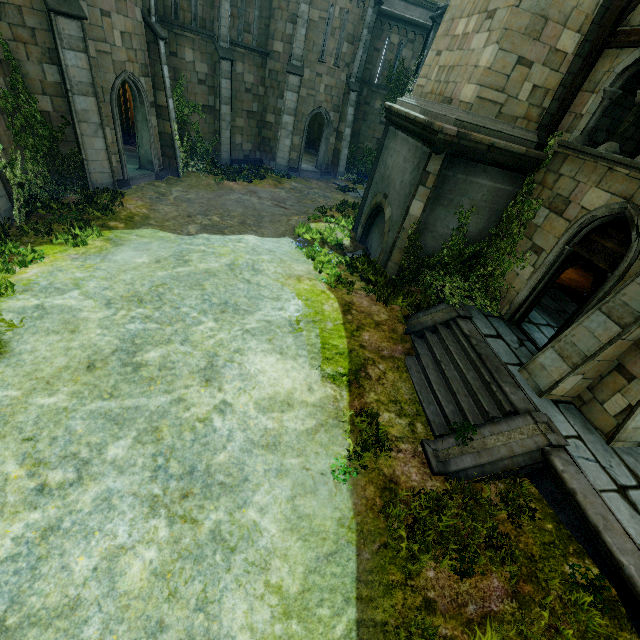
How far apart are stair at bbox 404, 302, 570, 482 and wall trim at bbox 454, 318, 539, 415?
0.0m

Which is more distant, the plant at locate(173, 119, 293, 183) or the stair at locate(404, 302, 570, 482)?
the plant at locate(173, 119, 293, 183)

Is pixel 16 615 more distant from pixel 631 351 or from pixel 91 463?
pixel 631 351

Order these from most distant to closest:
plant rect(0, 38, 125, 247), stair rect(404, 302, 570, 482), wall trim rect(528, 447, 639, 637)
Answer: plant rect(0, 38, 125, 247), stair rect(404, 302, 570, 482), wall trim rect(528, 447, 639, 637)

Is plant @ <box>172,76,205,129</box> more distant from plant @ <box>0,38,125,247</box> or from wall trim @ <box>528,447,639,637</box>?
wall trim @ <box>528,447,639,637</box>

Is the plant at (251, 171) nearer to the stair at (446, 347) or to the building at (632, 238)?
the stair at (446, 347)

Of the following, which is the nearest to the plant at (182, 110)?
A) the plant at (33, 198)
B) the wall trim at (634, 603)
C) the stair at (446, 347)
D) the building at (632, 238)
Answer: the plant at (33, 198)

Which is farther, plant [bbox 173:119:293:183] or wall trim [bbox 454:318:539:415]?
plant [bbox 173:119:293:183]
